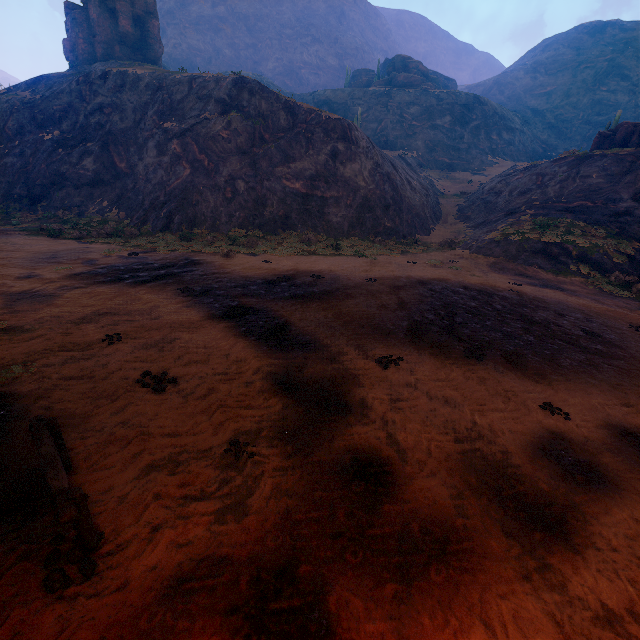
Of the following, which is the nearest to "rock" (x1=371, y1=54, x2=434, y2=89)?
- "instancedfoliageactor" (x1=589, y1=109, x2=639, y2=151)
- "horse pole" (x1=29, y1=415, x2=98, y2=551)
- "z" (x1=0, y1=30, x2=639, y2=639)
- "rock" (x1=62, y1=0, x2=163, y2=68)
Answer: "z" (x1=0, y1=30, x2=639, y2=639)

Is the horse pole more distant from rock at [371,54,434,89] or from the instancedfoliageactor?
rock at [371,54,434,89]

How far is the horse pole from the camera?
3.3m

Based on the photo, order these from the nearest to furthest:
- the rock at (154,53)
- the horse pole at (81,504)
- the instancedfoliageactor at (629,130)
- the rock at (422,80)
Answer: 1. the horse pole at (81,504)
2. the instancedfoliageactor at (629,130)
3. the rock at (154,53)
4. the rock at (422,80)

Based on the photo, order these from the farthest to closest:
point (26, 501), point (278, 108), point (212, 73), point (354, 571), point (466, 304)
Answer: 1. point (212, 73)
2. point (278, 108)
3. point (466, 304)
4. point (26, 501)
5. point (354, 571)

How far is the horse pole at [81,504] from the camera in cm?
331

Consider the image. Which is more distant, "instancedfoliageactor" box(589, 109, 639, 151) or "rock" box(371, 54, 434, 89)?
"rock" box(371, 54, 434, 89)

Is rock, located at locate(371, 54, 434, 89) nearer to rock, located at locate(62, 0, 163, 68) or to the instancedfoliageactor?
the instancedfoliageactor
